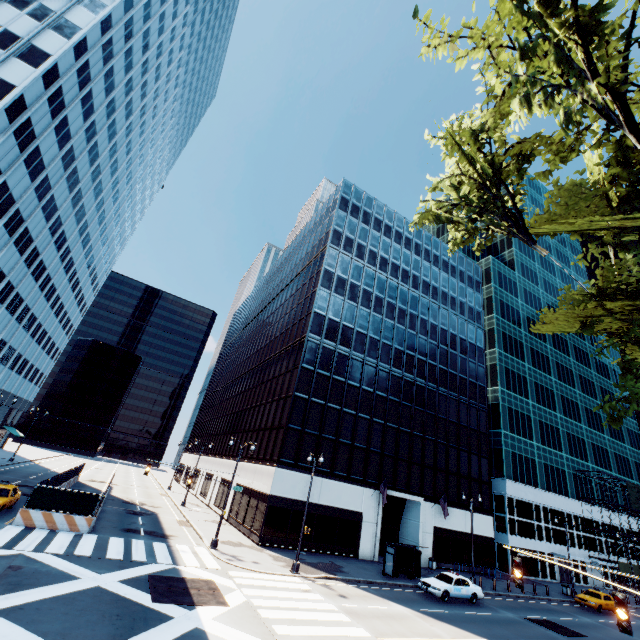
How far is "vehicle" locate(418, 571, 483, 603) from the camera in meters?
22.7 m

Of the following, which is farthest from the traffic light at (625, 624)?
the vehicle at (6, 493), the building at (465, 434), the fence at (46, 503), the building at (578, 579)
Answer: the building at (578, 579)

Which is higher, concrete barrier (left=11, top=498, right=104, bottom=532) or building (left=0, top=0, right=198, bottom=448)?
building (left=0, top=0, right=198, bottom=448)

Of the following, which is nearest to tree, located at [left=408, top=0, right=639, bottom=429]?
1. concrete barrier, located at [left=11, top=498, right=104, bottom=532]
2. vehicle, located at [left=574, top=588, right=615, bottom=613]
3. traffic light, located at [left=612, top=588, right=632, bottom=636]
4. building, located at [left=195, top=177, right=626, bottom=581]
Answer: traffic light, located at [left=612, top=588, right=632, bottom=636]

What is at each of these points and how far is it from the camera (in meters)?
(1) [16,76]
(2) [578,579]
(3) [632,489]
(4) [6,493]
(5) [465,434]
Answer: (1) building, 28.58
(2) building, 45.62
(3) scaffolding, 53.12
(4) vehicle, 20.72
(5) building, 42.34

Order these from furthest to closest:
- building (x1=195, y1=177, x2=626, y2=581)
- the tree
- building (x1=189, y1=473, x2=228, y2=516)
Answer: building (x1=189, y1=473, x2=228, y2=516) < building (x1=195, y1=177, x2=626, y2=581) < the tree

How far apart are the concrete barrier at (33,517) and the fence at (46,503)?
0.01m

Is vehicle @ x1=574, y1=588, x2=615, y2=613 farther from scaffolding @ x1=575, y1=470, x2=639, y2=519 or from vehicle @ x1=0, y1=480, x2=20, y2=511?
vehicle @ x1=0, y1=480, x2=20, y2=511
